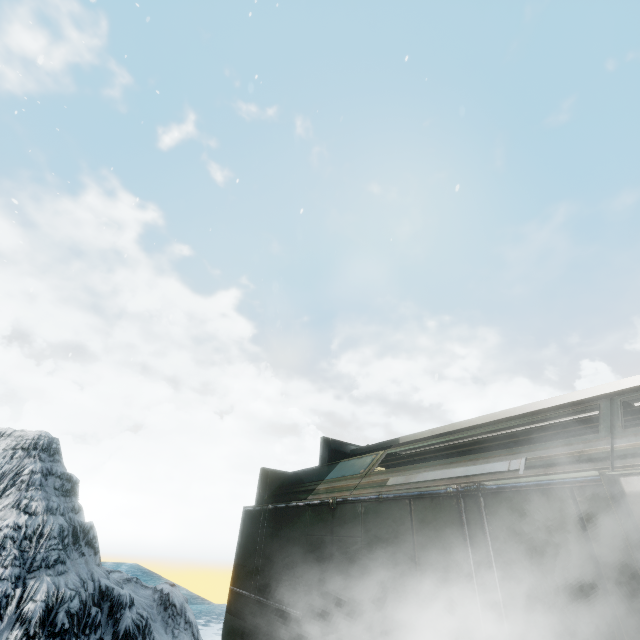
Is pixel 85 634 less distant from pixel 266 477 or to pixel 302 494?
pixel 266 477
